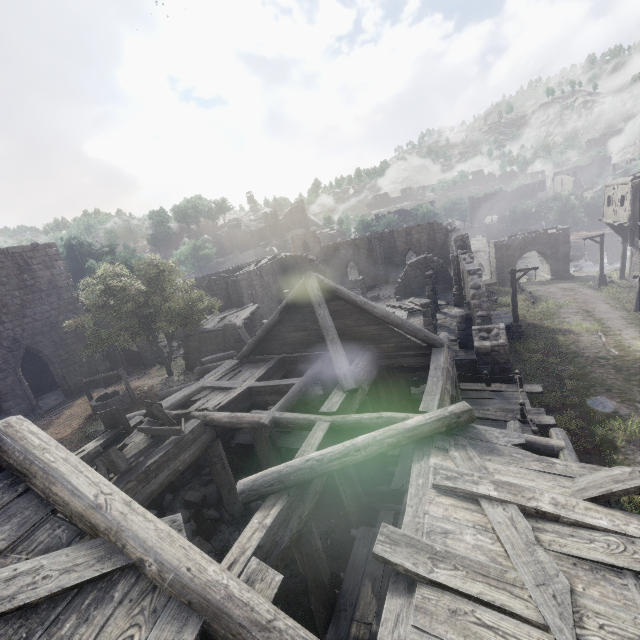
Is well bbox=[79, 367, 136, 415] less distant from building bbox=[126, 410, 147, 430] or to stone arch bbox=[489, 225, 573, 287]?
building bbox=[126, 410, 147, 430]

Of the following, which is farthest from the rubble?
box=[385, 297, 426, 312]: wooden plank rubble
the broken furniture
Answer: box=[385, 297, 426, 312]: wooden plank rubble

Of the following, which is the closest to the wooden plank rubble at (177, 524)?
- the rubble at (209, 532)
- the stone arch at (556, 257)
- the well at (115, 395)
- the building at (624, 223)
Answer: the building at (624, 223)

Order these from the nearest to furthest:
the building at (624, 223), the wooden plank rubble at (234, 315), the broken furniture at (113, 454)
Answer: the broken furniture at (113, 454) → the building at (624, 223) → the wooden plank rubble at (234, 315)

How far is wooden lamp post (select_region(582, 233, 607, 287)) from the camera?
27.5m

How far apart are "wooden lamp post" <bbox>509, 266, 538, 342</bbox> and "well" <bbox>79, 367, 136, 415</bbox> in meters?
22.3 m

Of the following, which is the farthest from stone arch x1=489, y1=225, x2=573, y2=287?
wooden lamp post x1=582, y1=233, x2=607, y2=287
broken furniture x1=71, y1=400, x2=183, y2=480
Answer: broken furniture x1=71, y1=400, x2=183, y2=480

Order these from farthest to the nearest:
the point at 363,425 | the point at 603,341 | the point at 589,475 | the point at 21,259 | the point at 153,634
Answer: the point at 21,259 < the point at 603,341 < the point at 363,425 < the point at 589,475 < the point at 153,634
